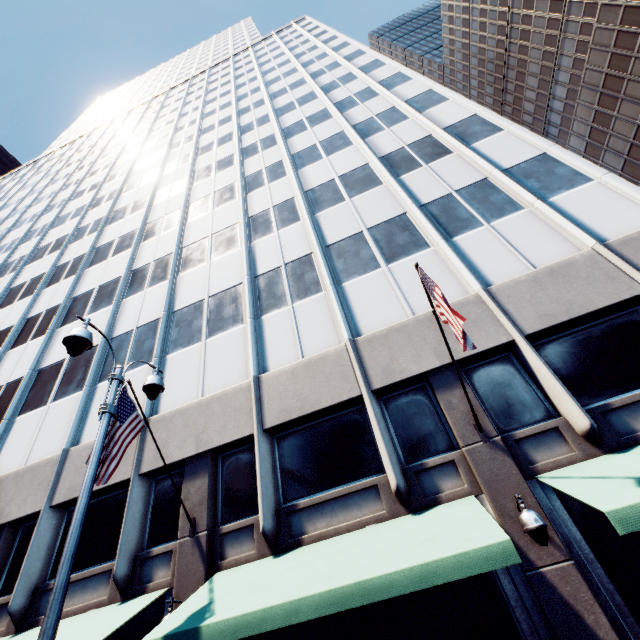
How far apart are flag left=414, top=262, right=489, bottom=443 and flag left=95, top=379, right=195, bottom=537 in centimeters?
778cm

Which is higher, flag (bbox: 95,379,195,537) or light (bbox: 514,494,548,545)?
flag (bbox: 95,379,195,537)

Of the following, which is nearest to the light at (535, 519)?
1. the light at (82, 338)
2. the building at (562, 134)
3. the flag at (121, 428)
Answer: the building at (562, 134)

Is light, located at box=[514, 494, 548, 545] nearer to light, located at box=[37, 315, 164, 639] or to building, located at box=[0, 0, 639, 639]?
building, located at box=[0, 0, 639, 639]

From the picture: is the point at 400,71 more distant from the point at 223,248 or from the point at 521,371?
the point at 521,371

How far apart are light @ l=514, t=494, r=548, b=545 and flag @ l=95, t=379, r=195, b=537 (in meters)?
7.97

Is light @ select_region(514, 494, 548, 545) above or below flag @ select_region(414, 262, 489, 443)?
below

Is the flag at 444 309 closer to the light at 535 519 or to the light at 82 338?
the light at 535 519
